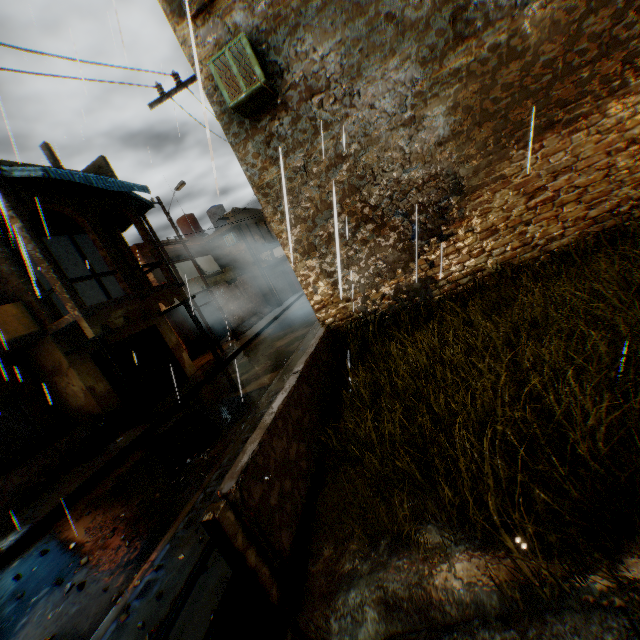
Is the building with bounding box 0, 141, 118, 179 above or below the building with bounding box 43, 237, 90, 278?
above

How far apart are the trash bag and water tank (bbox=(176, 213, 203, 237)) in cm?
1884

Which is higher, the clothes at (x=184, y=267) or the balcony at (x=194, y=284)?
the clothes at (x=184, y=267)

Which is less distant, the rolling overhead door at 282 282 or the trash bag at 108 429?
the trash bag at 108 429

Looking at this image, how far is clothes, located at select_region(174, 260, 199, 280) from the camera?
19.70m

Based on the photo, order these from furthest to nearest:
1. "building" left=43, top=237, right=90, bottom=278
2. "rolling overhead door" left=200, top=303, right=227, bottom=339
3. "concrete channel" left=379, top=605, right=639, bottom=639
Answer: "rolling overhead door" left=200, top=303, right=227, bottom=339 < "building" left=43, top=237, right=90, bottom=278 < "concrete channel" left=379, top=605, right=639, bottom=639

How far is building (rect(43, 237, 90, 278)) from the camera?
14.5 meters

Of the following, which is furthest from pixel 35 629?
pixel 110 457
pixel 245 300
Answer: pixel 245 300
